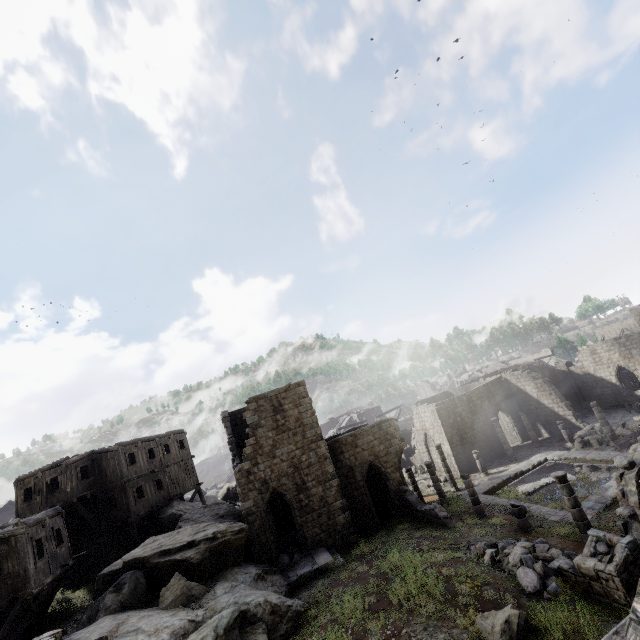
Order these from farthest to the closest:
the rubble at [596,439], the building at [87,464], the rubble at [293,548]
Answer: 1. the rubble at [596,439]
2. the rubble at [293,548]
3. the building at [87,464]

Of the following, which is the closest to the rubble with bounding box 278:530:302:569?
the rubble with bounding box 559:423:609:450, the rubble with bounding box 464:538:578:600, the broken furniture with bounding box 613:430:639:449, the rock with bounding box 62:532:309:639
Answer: Result: the rock with bounding box 62:532:309:639

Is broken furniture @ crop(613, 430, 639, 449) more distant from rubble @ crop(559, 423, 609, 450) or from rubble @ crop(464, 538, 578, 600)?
rubble @ crop(464, 538, 578, 600)

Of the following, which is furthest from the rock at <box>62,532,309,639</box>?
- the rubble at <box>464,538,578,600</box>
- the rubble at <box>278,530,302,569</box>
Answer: the rubble at <box>464,538,578,600</box>

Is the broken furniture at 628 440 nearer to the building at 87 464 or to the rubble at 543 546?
the building at 87 464

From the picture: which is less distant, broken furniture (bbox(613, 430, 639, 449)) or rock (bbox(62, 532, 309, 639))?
rock (bbox(62, 532, 309, 639))

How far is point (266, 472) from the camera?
19.9m

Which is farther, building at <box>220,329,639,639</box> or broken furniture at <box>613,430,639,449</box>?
broken furniture at <box>613,430,639,449</box>
